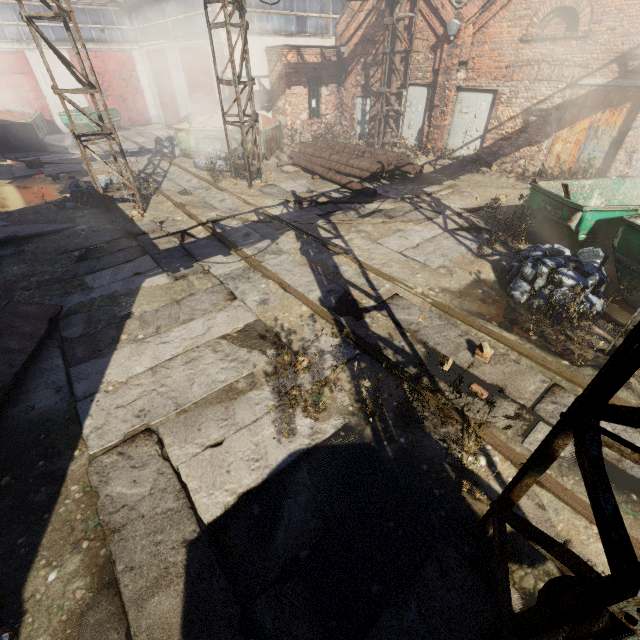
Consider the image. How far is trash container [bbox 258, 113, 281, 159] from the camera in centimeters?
1427cm

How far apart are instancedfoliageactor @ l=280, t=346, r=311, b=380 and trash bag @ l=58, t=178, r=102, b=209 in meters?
9.0 m

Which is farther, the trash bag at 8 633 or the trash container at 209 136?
the trash container at 209 136

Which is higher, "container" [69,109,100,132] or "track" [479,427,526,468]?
"container" [69,109,100,132]

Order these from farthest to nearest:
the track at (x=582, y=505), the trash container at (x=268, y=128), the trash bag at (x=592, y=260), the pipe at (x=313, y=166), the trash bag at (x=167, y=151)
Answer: the trash bag at (x=167, y=151), the trash container at (x=268, y=128), the pipe at (x=313, y=166), the trash bag at (x=592, y=260), the track at (x=582, y=505)

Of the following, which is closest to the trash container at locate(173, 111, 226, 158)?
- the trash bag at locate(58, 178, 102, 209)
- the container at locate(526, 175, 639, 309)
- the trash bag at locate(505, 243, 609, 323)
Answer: the trash bag at locate(58, 178, 102, 209)

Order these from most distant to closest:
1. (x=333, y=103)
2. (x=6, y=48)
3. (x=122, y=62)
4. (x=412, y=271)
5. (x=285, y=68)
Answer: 1. (x=122, y=62)
2. (x=6, y=48)
3. (x=333, y=103)
4. (x=285, y=68)
5. (x=412, y=271)

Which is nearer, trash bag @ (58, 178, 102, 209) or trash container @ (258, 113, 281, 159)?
trash bag @ (58, 178, 102, 209)
